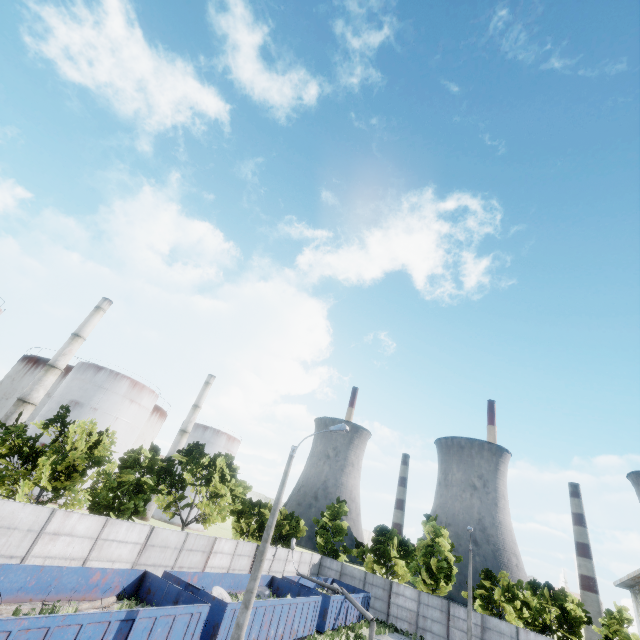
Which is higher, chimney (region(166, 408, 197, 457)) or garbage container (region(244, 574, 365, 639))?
chimney (region(166, 408, 197, 457))

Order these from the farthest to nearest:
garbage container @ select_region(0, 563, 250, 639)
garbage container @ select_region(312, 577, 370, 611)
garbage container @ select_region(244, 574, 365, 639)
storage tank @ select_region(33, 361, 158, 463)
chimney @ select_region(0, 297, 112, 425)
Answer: storage tank @ select_region(33, 361, 158, 463) < chimney @ select_region(0, 297, 112, 425) < garbage container @ select_region(312, 577, 370, 611) < garbage container @ select_region(244, 574, 365, 639) < garbage container @ select_region(0, 563, 250, 639)

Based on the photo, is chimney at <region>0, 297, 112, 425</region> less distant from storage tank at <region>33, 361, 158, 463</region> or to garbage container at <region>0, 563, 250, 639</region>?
storage tank at <region>33, 361, 158, 463</region>

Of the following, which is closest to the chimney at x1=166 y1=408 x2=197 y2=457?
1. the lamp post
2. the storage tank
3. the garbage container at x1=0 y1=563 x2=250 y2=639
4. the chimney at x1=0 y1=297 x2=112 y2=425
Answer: the storage tank

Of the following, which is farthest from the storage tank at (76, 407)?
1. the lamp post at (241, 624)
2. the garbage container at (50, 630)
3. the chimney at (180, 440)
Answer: the lamp post at (241, 624)

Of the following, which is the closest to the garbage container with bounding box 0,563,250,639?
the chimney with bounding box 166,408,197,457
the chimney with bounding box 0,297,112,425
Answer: the chimney with bounding box 0,297,112,425

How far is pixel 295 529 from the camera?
36.53m

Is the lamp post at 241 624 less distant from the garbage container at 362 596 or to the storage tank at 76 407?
the garbage container at 362 596
